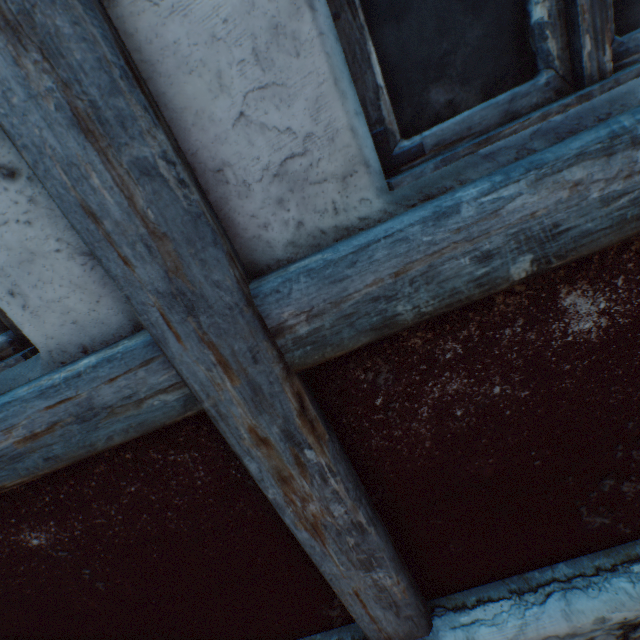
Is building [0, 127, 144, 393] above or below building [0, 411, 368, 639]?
above

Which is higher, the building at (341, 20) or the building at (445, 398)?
the building at (341, 20)

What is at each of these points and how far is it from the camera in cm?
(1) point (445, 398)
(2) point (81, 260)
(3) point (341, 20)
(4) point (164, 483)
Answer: (1) building, 91
(2) building, 73
(3) building, 67
(4) building, 100
